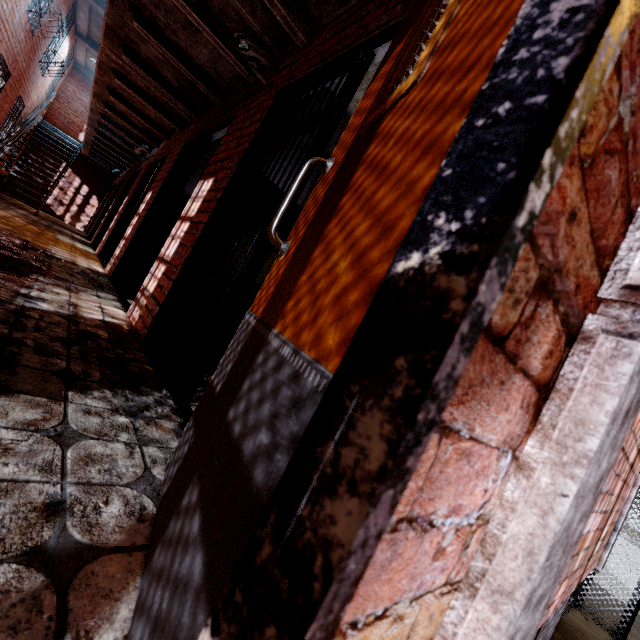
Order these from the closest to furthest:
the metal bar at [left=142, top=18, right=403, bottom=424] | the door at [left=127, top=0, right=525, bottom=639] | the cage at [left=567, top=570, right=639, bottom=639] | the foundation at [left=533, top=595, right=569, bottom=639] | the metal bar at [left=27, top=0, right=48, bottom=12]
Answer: the door at [left=127, top=0, right=525, bottom=639] → the metal bar at [left=142, top=18, right=403, bottom=424] → the foundation at [left=533, top=595, right=569, bottom=639] → the cage at [left=567, top=570, right=639, bottom=639] → the metal bar at [left=27, top=0, right=48, bottom=12]

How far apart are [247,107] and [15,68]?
8.6m

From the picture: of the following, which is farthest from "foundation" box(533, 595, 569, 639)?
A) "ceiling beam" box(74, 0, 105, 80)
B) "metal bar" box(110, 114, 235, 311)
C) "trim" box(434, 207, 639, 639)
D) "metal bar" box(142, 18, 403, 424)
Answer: "ceiling beam" box(74, 0, 105, 80)

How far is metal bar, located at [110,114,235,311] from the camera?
4.1 meters

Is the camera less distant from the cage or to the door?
the door

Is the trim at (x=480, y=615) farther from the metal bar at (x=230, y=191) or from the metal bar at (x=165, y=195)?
the metal bar at (x=230, y=191)

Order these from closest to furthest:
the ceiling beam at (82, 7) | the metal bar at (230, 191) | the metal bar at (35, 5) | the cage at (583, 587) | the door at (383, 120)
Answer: the door at (383, 120) → the metal bar at (230, 191) → the cage at (583, 587) → the metal bar at (35, 5) → the ceiling beam at (82, 7)

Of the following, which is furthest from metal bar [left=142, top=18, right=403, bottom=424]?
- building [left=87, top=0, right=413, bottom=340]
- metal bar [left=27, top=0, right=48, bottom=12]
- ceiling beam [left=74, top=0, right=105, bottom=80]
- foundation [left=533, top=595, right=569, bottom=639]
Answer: metal bar [left=27, top=0, right=48, bottom=12]
